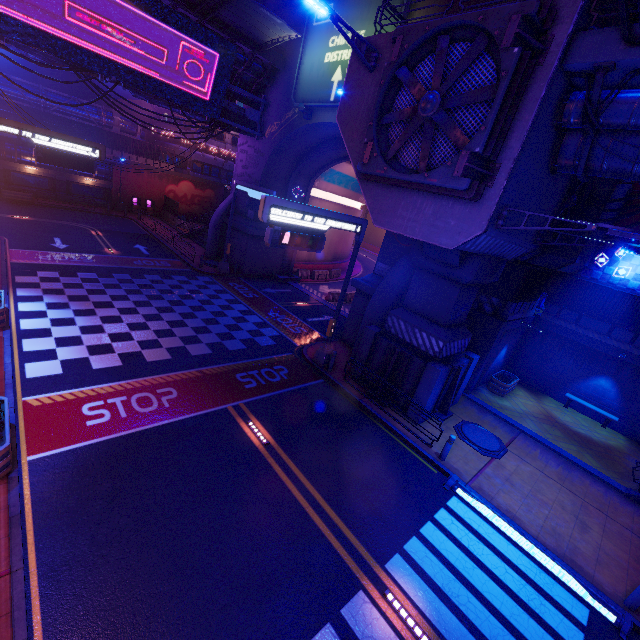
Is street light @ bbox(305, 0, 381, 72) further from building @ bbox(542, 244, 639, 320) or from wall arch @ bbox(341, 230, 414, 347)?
building @ bbox(542, 244, 639, 320)

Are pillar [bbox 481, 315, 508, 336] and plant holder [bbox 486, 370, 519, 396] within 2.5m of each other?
no

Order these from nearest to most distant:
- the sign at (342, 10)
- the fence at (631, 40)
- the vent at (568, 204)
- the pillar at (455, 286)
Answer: the fence at (631, 40) → the pillar at (455, 286) → the vent at (568, 204) → the sign at (342, 10)

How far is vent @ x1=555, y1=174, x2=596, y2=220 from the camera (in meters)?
14.88

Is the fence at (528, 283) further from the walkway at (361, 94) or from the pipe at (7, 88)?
the pipe at (7, 88)

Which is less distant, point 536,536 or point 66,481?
point 66,481

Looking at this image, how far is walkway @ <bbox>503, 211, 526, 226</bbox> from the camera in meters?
9.9 m

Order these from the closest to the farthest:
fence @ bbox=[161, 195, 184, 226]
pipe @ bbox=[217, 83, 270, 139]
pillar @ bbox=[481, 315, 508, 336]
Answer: pillar @ bbox=[481, 315, 508, 336] < pipe @ bbox=[217, 83, 270, 139] < fence @ bbox=[161, 195, 184, 226]
